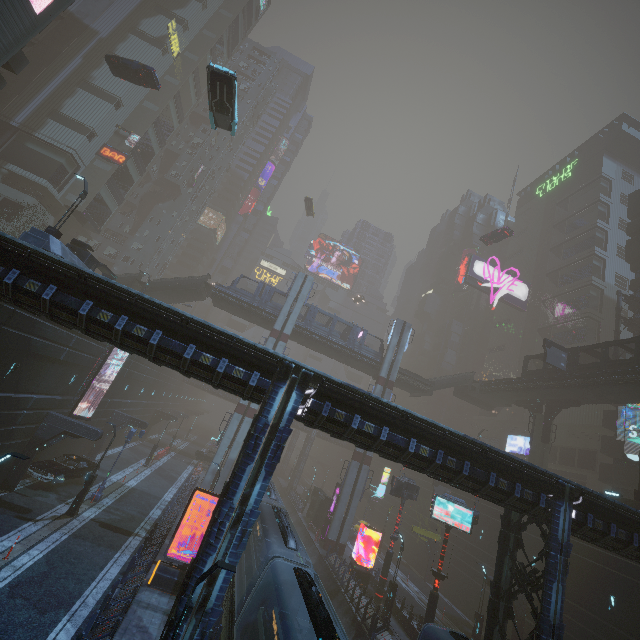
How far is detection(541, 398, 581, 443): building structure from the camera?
33.7 meters

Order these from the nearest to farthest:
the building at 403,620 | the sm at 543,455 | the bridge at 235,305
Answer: the building at 403,620
the sm at 543,455
the bridge at 235,305

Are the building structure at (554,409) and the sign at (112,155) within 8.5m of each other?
no

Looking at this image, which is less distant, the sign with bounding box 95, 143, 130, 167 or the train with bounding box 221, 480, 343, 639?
the train with bounding box 221, 480, 343, 639

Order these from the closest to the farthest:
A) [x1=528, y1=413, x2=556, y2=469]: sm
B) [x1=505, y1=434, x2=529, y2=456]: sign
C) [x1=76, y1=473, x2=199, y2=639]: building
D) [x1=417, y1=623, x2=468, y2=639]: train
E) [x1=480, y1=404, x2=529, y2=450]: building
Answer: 1. [x1=76, y1=473, x2=199, y2=639]: building
2. [x1=417, y1=623, x2=468, y2=639]: train
3. [x1=528, y1=413, x2=556, y2=469]: sm
4. [x1=505, y1=434, x2=529, y2=456]: sign
5. [x1=480, y1=404, x2=529, y2=450]: building

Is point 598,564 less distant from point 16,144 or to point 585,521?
point 585,521

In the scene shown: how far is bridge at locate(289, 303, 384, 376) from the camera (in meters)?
39.56

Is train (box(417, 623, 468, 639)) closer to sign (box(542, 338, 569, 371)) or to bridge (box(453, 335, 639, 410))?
bridge (box(453, 335, 639, 410))
